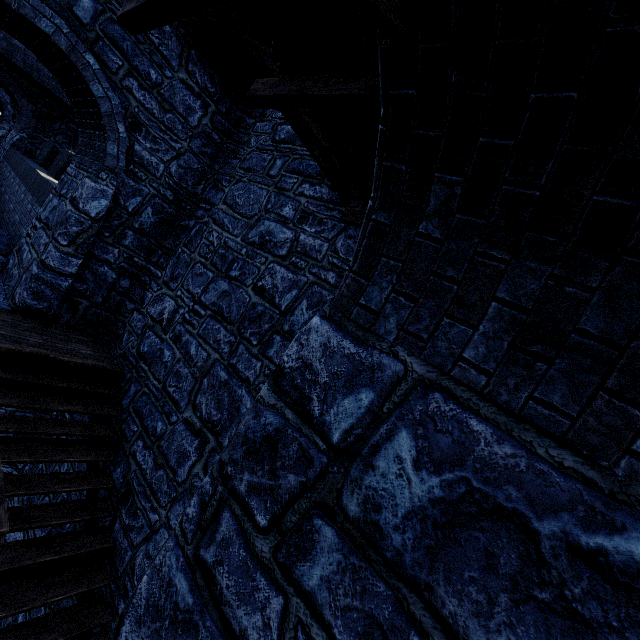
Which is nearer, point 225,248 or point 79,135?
point 225,248
